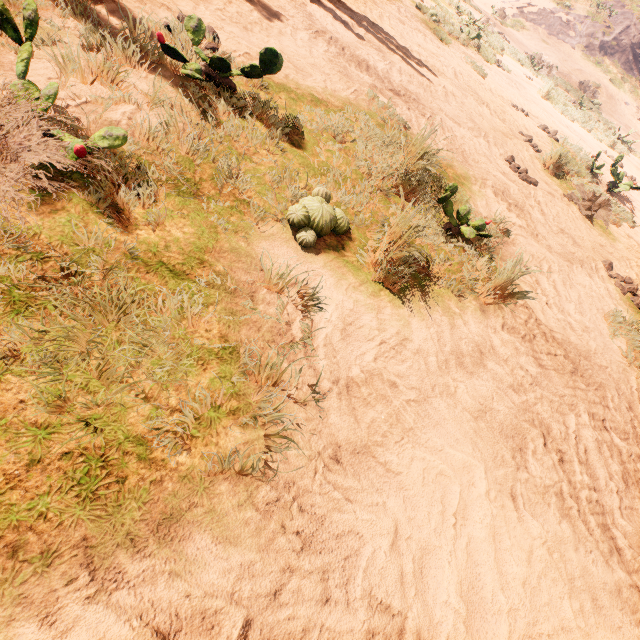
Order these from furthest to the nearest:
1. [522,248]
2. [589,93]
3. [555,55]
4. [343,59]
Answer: [555,55]
[589,93]
[343,59]
[522,248]
